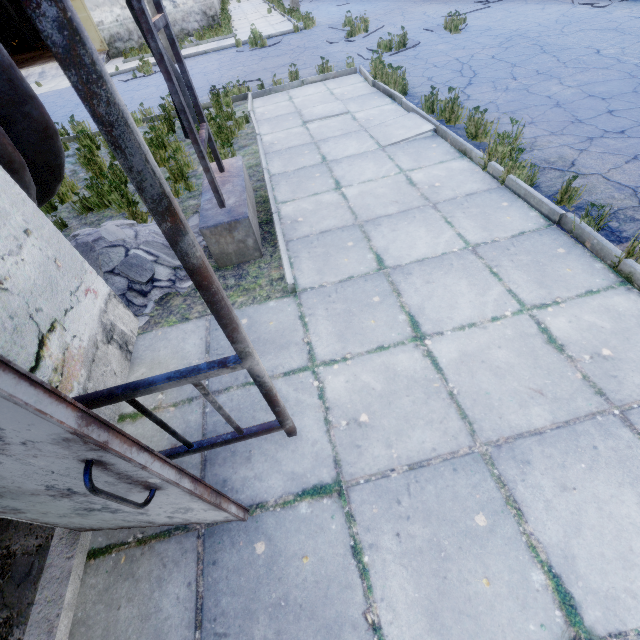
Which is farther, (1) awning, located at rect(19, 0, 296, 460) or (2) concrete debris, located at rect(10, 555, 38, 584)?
(2) concrete debris, located at rect(10, 555, 38, 584)

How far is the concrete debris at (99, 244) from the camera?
3.7m

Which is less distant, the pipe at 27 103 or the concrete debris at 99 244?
the pipe at 27 103

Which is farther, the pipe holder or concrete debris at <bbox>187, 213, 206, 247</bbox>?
concrete debris at <bbox>187, 213, 206, 247</bbox>

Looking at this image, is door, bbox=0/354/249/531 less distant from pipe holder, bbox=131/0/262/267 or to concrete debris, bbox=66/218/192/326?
concrete debris, bbox=66/218/192/326

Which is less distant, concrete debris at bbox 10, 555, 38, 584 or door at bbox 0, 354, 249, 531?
door at bbox 0, 354, 249, 531

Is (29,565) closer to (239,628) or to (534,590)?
(239,628)

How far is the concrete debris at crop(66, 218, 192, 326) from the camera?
3.7 meters
